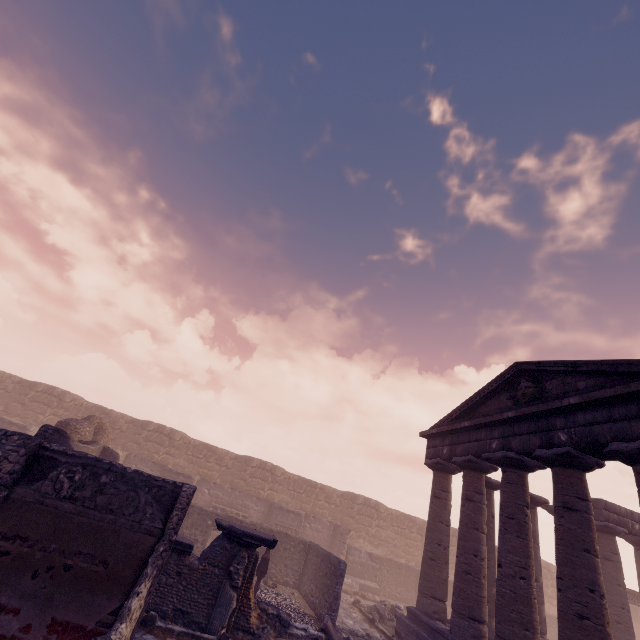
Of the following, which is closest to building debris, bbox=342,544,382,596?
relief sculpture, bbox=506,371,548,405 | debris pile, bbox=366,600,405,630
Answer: debris pile, bbox=366,600,405,630

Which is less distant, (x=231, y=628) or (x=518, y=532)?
(x=231, y=628)

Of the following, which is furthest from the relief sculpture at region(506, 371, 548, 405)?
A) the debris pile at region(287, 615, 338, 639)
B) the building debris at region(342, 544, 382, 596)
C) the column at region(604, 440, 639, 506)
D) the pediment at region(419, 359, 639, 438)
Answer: the building debris at region(342, 544, 382, 596)

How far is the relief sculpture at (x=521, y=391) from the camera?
10.7m

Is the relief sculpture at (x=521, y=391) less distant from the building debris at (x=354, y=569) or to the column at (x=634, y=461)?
the column at (x=634, y=461)

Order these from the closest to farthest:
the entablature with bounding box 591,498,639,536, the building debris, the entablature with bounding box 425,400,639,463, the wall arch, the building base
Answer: the entablature with bounding box 425,400,639,463, the building base, the wall arch, the entablature with bounding box 591,498,639,536, the building debris

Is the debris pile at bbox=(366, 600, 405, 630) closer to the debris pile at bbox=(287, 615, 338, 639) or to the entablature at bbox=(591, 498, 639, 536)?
the debris pile at bbox=(287, 615, 338, 639)

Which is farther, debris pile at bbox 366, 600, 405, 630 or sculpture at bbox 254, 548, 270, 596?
debris pile at bbox 366, 600, 405, 630
